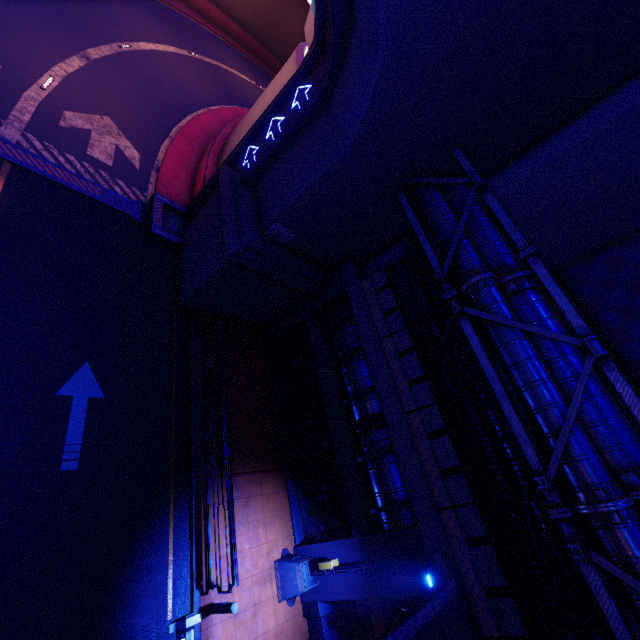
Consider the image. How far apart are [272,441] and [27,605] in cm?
748

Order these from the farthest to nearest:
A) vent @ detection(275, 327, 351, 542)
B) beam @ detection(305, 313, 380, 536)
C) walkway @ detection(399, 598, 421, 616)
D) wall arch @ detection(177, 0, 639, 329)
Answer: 1. vent @ detection(275, 327, 351, 542)
2. beam @ detection(305, 313, 380, 536)
3. walkway @ detection(399, 598, 421, 616)
4. wall arch @ detection(177, 0, 639, 329)

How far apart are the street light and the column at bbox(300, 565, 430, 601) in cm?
1

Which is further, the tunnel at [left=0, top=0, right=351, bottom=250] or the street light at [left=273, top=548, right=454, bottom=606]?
the tunnel at [left=0, top=0, right=351, bottom=250]

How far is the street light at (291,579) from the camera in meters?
6.5 m

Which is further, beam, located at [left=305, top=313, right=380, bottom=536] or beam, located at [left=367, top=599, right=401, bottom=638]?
beam, located at [left=305, top=313, right=380, bottom=536]

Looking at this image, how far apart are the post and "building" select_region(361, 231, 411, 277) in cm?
1069

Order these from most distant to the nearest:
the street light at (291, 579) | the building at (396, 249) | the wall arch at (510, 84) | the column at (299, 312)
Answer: the column at (299, 312) → the building at (396, 249) → the wall arch at (510, 84) → the street light at (291, 579)
